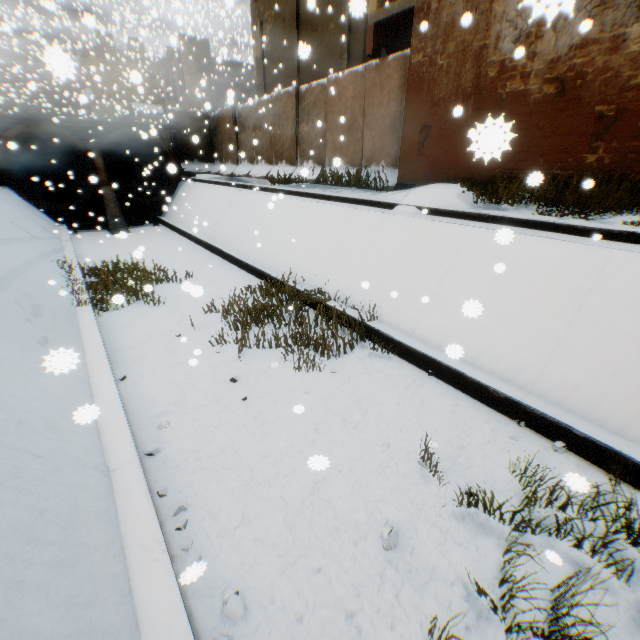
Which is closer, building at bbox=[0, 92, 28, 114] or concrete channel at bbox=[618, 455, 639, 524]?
concrete channel at bbox=[618, 455, 639, 524]

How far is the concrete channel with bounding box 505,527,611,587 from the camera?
2.99m

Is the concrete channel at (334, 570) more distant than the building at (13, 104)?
No

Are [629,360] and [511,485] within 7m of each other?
yes

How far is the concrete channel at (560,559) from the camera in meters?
3.0 m

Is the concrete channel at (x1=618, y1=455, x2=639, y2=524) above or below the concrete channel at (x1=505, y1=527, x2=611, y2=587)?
above

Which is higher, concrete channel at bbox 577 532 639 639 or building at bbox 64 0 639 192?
building at bbox 64 0 639 192
